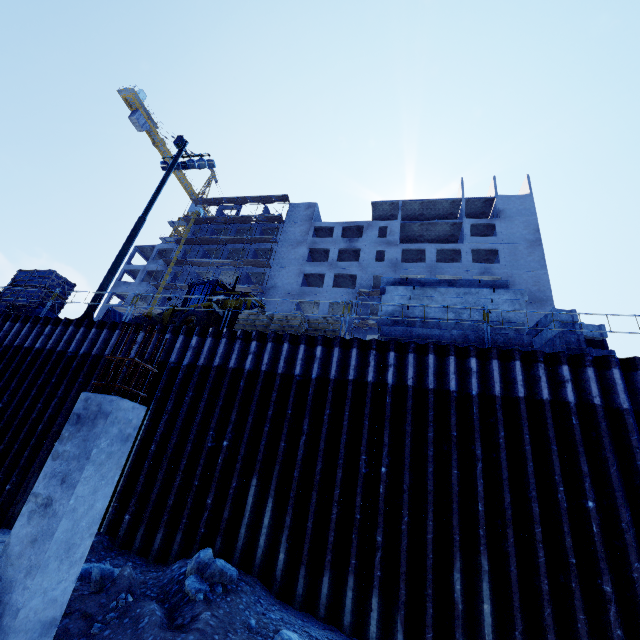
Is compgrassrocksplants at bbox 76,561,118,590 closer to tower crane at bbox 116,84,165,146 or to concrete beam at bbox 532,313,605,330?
concrete beam at bbox 532,313,605,330

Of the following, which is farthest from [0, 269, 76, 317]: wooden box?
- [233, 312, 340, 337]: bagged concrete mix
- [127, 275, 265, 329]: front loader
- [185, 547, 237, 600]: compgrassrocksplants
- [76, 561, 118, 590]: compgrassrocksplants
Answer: [185, 547, 237, 600]: compgrassrocksplants

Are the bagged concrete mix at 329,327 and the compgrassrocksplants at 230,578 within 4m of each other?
no

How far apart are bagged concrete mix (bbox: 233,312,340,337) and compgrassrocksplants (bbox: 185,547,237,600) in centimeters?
573cm

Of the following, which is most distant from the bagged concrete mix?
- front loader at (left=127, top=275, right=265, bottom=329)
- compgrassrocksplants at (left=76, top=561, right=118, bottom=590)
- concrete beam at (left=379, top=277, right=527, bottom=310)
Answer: compgrassrocksplants at (left=76, top=561, right=118, bottom=590)

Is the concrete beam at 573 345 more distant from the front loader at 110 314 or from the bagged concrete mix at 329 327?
the front loader at 110 314

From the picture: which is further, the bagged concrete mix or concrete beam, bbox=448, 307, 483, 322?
the bagged concrete mix

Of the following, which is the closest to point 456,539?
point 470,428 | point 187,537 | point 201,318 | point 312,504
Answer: point 470,428
